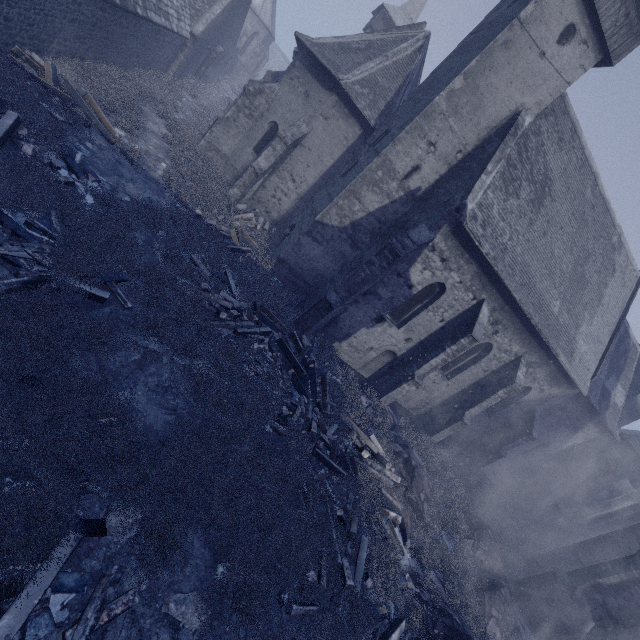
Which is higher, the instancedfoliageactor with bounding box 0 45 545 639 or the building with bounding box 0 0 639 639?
the building with bounding box 0 0 639 639

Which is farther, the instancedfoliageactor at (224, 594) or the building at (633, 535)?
the building at (633, 535)

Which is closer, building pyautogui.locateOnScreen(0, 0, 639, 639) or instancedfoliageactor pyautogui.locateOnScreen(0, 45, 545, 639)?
instancedfoliageactor pyautogui.locateOnScreen(0, 45, 545, 639)

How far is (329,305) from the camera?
11.47m

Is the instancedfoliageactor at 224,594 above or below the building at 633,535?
below
